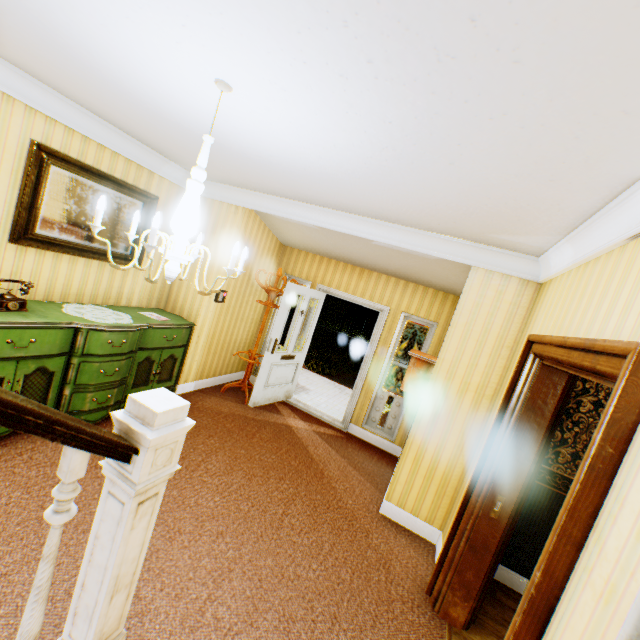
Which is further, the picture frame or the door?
the door

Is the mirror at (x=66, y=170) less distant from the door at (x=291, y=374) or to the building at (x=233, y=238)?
the building at (x=233, y=238)

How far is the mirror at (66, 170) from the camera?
3.1m

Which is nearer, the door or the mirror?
the mirror

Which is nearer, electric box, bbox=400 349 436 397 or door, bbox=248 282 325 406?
electric box, bbox=400 349 436 397

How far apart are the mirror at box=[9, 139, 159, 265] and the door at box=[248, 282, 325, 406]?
2.0 meters

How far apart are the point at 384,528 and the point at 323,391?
4.0 meters

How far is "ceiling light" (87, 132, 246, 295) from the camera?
1.7 meters
